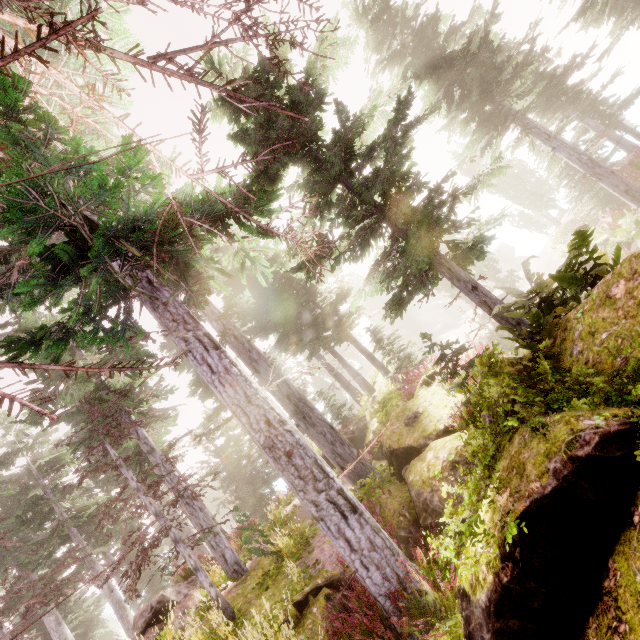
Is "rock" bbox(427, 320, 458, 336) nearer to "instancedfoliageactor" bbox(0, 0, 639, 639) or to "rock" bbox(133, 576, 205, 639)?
"instancedfoliageactor" bbox(0, 0, 639, 639)

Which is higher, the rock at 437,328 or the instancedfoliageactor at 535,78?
the instancedfoliageactor at 535,78

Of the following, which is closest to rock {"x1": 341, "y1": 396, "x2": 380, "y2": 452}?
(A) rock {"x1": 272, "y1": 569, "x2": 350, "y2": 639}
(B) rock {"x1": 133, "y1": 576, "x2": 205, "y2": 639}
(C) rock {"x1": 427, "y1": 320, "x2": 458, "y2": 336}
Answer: (A) rock {"x1": 272, "y1": 569, "x2": 350, "y2": 639}

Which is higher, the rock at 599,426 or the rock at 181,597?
the rock at 181,597

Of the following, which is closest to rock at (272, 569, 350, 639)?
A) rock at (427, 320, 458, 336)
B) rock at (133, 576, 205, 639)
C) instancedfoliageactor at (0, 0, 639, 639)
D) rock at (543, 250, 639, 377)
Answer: instancedfoliageactor at (0, 0, 639, 639)

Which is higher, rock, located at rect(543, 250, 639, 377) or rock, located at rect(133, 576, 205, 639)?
rock, located at rect(133, 576, 205, 639)

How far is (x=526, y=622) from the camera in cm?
305
